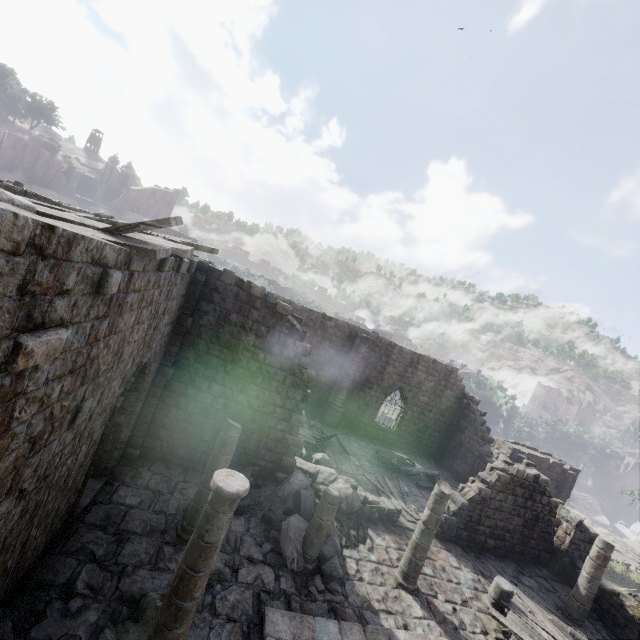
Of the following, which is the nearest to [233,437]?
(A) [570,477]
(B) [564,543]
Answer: (B) [564,543]

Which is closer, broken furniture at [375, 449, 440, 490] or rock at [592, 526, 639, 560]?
broken furniture at [375, 449, 440, 490]

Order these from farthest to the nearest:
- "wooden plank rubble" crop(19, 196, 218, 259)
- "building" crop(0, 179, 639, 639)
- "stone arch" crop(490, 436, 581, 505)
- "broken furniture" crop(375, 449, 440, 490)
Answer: "stone arch" crop(490, 436, 581, 505), "broken furniture" crop(375, 449, 440, 490), "wooden plank rubble" crop(19, 196, 218, 259), "building" crop(0, 179, 639, 639)

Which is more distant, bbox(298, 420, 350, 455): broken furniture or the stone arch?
the stone arch

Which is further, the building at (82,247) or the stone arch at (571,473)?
the stone arch at (571,473)

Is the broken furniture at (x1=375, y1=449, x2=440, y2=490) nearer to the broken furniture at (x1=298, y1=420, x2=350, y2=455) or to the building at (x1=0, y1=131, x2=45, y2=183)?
the broken furniture at (x1=298, y1=420, x2=350, y2=455)

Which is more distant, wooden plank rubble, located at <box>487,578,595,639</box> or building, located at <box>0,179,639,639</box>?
wooden plank rubble, located at <box>487,578,595,639</box>

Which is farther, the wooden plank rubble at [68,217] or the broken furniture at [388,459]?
the broken furniture at [388,459]
